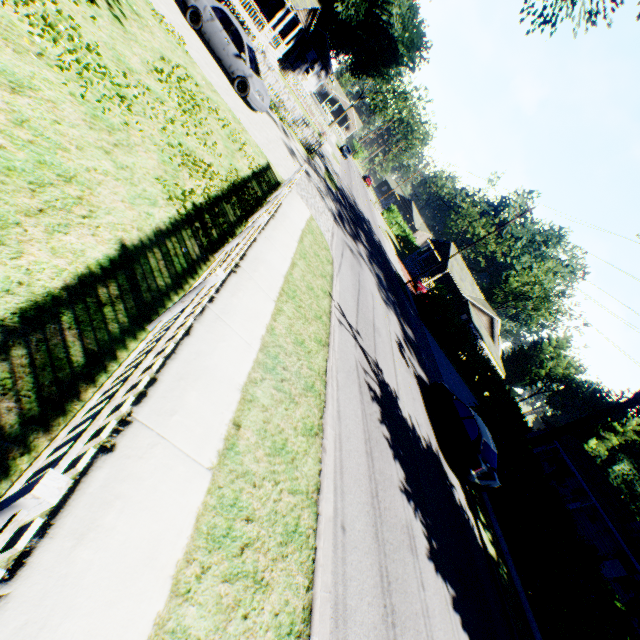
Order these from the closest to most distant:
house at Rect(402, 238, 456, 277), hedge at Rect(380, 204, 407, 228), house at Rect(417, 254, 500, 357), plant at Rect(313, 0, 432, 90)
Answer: plant at Rect(313, 0, 432, 90)
house at Rect(417, 254, 500, 357)
house at Rect(402, 238, 456, 277)
hedge at Rect(380, 204, 407, 228)

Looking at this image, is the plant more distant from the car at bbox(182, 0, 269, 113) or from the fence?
the car at bbox(182, 0, 269, 113)

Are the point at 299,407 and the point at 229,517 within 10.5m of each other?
yes

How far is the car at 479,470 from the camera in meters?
11.9 m

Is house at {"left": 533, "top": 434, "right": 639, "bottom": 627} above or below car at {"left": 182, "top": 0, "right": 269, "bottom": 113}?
above

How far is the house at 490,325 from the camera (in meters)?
41.12

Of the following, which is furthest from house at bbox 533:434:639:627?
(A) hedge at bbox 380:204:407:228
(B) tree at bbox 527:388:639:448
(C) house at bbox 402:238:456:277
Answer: (A) hedge at bbox 380:204:407:228

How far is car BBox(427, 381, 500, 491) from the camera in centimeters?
1192cm
